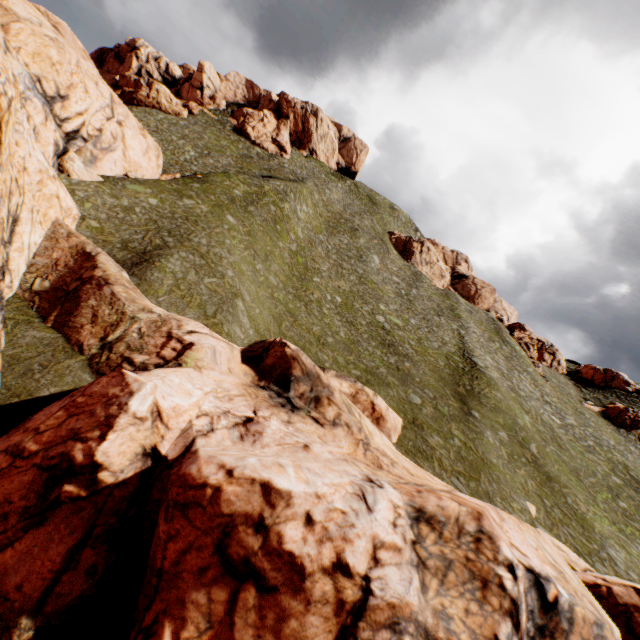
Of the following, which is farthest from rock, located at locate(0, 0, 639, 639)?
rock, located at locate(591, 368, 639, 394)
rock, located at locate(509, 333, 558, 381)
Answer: rock, located at locate(509, 333, 558, 381)

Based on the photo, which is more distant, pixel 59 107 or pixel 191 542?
pixel 59 107

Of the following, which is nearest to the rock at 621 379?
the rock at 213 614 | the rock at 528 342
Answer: the rock at 528 342

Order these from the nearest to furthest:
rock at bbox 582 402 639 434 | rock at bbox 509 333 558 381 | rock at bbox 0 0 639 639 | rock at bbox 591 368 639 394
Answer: rock at bbox 0 0 639 639, rock at bbox 582 402 639 434, rock at bbox 509 333 558 381, rock at bbox 591 368 639 394

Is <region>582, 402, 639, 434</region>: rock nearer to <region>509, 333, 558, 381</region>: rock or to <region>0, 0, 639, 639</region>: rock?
<region>509, 333, 558, 381</region>: rock

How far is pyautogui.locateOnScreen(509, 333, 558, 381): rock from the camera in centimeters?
5230cm

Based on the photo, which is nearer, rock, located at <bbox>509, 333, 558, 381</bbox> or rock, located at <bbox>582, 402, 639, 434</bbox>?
rock, located at <bbox>582, 402, 639, 434</bbox>
